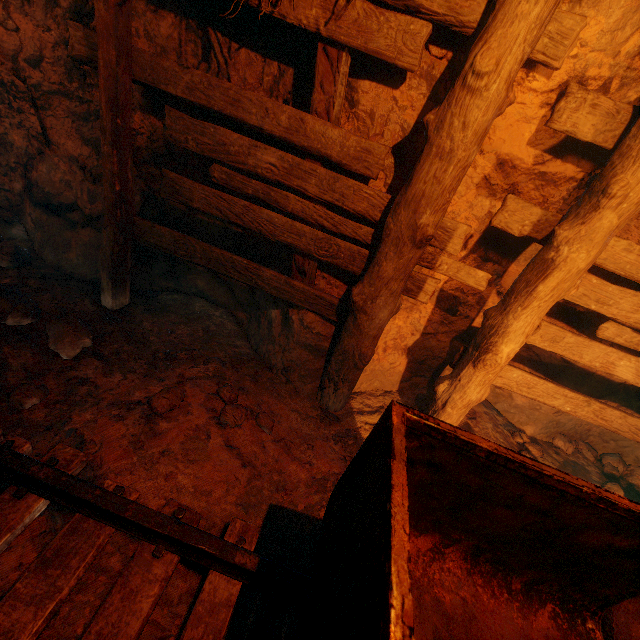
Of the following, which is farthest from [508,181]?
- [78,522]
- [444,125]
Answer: [78,522]

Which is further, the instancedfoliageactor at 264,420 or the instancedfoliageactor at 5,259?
the instancedfoliageactor at 5,259

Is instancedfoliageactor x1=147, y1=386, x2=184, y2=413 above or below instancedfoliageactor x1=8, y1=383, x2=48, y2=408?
below

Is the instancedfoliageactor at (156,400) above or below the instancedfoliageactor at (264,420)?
above

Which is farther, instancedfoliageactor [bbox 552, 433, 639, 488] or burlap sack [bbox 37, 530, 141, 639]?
instancedfoliageactor [bbox 552, 433, 639, 488]

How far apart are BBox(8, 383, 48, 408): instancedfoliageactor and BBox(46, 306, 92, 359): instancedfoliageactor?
0.34m

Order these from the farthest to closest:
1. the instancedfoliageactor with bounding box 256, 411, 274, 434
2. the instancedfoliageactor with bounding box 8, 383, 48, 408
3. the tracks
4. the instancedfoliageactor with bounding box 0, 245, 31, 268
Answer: the instancedfoliageactor with bounding box 0, 245, 31, 268
the instancedfoliageactor with bounding box 256, 411, 274, 434
the instancedfoliageactor with bounding box 8, 383, 48, 408
the tracks

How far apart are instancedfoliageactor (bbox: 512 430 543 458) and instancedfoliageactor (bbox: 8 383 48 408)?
4.8m
